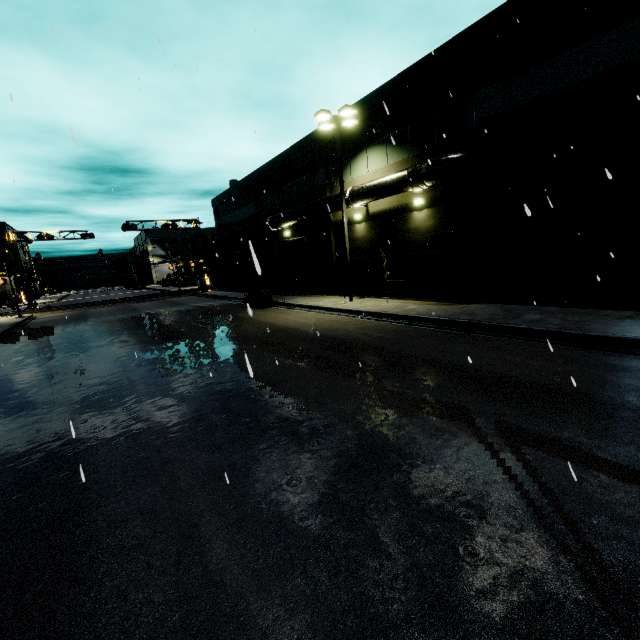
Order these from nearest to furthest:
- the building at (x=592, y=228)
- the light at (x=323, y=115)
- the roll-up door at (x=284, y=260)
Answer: the building at (x=592, y=228) → the light at (x=323, y=115) → the roll-up door at (x=284, y=260)

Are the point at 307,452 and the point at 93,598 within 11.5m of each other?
yes

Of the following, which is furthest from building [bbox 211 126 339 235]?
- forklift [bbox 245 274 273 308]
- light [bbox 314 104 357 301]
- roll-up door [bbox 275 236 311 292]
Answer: forklift [bbox 245 274 273 308]

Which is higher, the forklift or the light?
the light

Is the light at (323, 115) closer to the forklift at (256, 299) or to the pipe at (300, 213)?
the pipe at (300, 213)

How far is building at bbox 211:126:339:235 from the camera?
21.0m

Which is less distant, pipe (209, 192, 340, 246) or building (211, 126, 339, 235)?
pipe (209, 192, 340, 246)

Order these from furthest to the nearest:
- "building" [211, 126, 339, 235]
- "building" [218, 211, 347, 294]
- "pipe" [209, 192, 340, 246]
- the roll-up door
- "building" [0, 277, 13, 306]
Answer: "building" [0, 277, 13, 306] < the roll-up door < "building" [218, 211, 347, 294] < "building" [211, 126, 339, 235] < "pipe" [209, 192, 340, 246]
